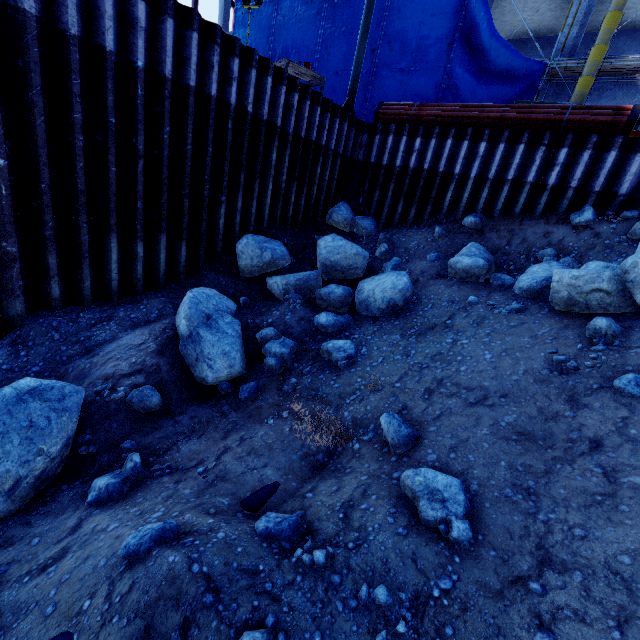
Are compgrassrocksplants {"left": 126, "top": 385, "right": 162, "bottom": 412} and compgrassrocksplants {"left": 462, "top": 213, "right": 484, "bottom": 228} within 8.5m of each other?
no

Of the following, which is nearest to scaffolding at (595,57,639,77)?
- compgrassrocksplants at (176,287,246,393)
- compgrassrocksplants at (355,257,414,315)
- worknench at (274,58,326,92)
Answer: worknench at (274,58,326,92)

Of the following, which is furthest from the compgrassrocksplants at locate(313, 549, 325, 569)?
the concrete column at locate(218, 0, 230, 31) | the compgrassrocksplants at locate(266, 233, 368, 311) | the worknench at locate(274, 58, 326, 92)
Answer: the concrete column at locate(218, 0, 230, 31)

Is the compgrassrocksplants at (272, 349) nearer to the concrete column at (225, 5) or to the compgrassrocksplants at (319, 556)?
the compgrassrocksplants at (319, 556)

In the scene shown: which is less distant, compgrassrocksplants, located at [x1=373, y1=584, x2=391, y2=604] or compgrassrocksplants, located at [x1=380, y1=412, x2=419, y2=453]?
compgrassrocksplants, located at [x1=373, y1=584, x2=391, y2=604]

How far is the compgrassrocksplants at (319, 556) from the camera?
2.47m

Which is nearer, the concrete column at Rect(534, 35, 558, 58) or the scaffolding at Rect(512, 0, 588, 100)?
the scaffolding at Rect(512, 0, 588, 100)

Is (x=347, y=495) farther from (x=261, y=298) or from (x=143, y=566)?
(x=261, y=298)
